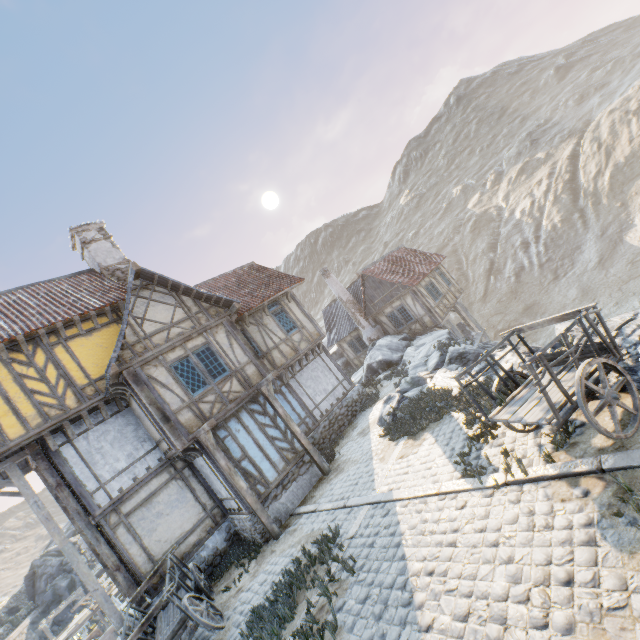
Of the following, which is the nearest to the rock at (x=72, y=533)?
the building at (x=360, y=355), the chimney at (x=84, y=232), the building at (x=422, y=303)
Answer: the building at (x=360, y=355)

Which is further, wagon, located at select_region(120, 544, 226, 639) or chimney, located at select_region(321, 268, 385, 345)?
chimney, located at select_region(321, 268, 385, 345)

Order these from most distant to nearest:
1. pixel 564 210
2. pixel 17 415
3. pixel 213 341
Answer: pixel 564 210
pixel 213 341
pixel 17 415

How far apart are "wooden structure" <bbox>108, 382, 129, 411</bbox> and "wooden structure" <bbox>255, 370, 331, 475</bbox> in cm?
423

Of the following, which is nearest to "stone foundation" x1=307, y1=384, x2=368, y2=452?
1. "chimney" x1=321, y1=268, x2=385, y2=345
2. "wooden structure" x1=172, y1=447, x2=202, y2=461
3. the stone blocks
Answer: the stone blocks

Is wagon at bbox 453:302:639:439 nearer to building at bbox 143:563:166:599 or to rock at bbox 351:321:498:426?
rock at bbox 351:321:498:426

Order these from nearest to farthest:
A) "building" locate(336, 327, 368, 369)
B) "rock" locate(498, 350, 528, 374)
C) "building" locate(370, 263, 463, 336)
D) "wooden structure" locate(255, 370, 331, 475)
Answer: "rock" locate(498, 350, 528, 374), "wooden structure" locate(255, 370, 331, 475), "building" locate(370, 263, 463, 336), "building" locate(336, 327, 368, 369)

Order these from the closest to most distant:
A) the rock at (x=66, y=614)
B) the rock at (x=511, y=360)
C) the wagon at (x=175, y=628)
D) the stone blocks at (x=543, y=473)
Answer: the stone blocks at (x=543, y=473), the wagon at (x=175, y=628), the rock at (x=511, y=360), the rock at (x=66, y=614)
